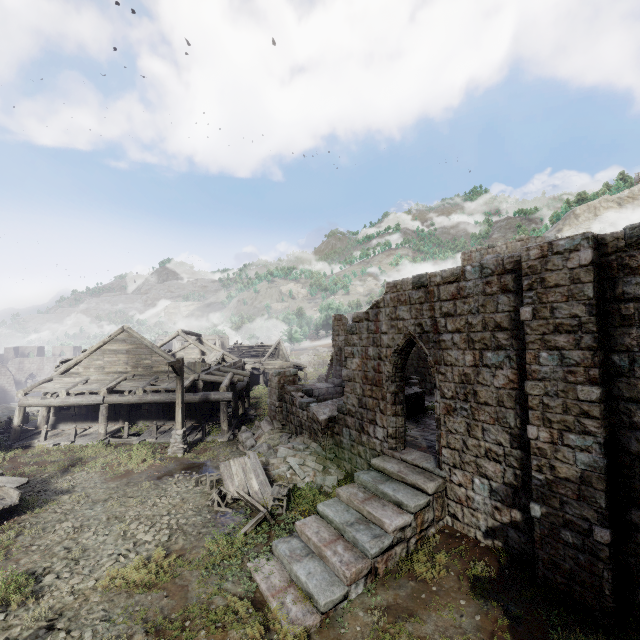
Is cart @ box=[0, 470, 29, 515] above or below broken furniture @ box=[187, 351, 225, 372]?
below

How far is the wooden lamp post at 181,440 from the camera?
15.7m

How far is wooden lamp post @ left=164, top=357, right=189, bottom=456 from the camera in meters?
15.7

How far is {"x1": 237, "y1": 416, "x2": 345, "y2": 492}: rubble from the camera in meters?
12.6 m

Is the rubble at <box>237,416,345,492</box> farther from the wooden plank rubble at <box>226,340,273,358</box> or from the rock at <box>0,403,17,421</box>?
the wooden plank rubble at <box>226,340,273,358</box>

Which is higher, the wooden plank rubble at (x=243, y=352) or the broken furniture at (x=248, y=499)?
the wooden plank rubble at (x=243, y=352)

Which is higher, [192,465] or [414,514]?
[414,514]

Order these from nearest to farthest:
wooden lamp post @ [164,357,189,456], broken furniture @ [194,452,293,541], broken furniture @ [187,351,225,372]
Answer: broken furniture @ [194,452,293,541] < wooden lamp post @ [164,357,189,456] < broken furniture @ [187,351,225,372]
